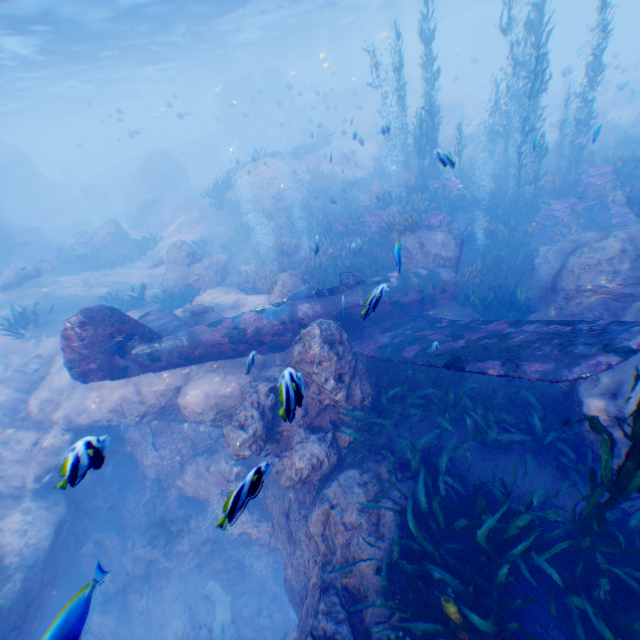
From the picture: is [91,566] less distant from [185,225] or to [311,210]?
[185,225]

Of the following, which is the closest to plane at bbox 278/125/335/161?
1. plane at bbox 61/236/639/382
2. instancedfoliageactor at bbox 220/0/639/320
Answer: instancedfoliageactor at bbox 220/0/639/320

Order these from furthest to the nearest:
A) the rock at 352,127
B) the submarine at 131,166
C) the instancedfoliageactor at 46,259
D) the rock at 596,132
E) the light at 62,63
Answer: the submarine at 131,166
the rock at 352,127
the instancedfoliageactor at 46,259
the light at 62,63
the rock at 596,132

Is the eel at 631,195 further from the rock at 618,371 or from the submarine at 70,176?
the submarine at 70,176

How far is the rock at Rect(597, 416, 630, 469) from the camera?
5.1m

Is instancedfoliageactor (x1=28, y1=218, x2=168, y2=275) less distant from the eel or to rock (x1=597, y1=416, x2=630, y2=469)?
rock (x1=597, y1=416, x2=630, y2=469)

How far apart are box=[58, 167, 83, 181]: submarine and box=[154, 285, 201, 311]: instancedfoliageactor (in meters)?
46.58
